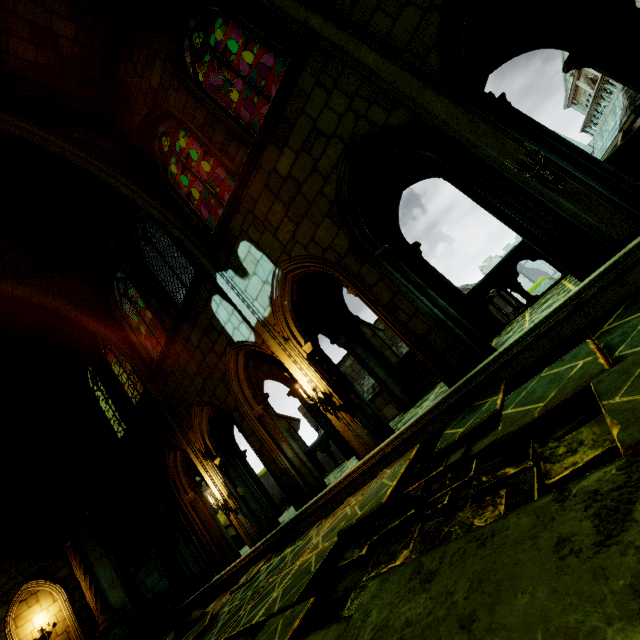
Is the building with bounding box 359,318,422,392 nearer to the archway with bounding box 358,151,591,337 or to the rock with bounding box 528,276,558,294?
the archway with bounding box 358,151,591,337

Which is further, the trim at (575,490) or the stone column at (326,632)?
the stone column at (326,632)

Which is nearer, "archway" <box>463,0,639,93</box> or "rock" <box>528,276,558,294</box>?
"archway" <box>463,0,639,93</box>

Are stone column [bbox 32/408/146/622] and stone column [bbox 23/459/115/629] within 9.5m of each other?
yes

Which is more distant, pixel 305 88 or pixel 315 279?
pixel 315 279

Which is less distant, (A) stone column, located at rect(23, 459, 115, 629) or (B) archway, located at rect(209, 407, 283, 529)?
(B) archway, located at rect(209, 407, 283, 529)

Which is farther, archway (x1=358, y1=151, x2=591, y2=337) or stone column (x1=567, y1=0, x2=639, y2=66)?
stone column (x1=567, y1=0, x2=639, y2=66)

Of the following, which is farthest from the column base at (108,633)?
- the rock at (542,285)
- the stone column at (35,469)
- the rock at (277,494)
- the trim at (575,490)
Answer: the rock at (542,285)
